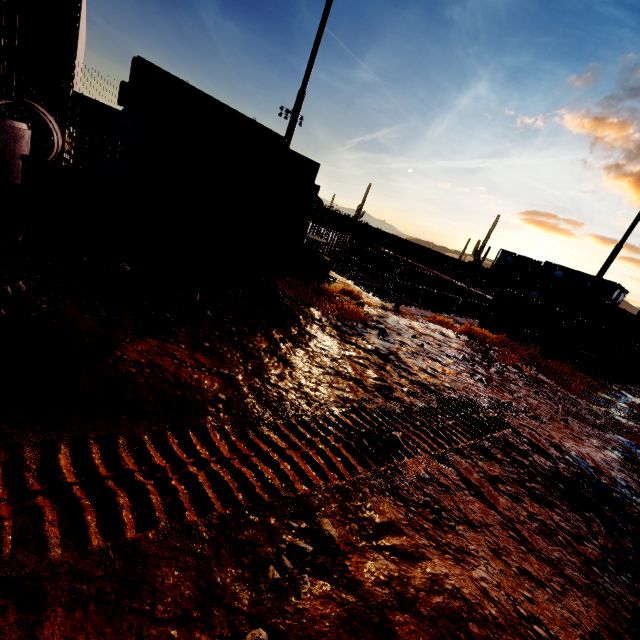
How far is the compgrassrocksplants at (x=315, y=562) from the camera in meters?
1.8

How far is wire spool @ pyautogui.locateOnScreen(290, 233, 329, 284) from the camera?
7.89m

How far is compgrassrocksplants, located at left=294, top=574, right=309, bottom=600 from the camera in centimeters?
161cm

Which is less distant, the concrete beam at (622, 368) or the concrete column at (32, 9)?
the concrete beam at (622, 368)

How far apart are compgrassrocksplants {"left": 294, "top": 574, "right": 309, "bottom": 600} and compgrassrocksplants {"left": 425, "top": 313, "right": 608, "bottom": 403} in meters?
9.4

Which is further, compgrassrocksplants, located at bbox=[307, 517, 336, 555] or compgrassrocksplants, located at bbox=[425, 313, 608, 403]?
compgrassrocksplants, located at bbox=[425, 313, 608, 403]

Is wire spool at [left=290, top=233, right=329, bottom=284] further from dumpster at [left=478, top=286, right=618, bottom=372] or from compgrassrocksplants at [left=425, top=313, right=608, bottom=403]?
dumpster at [left=478, top=286, right=618, bottom=372]

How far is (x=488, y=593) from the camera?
1.85m
